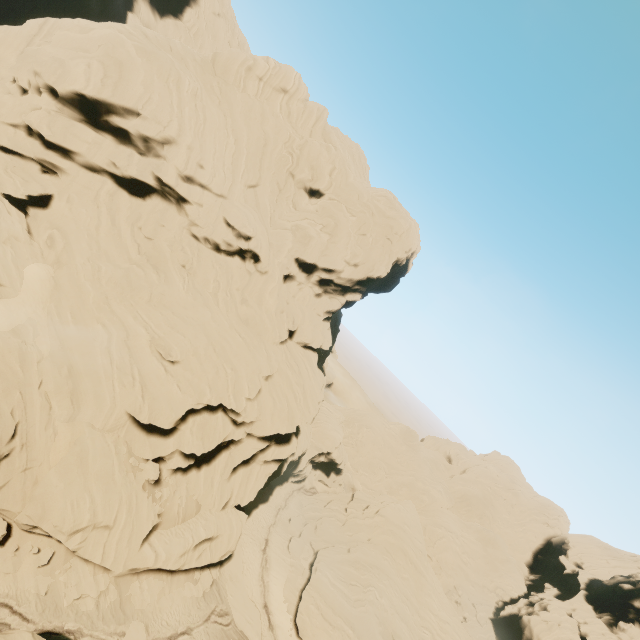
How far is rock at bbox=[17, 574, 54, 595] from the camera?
18.52m

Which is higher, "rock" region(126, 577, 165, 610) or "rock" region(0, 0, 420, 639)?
"rock" region(0, 0, 420, 639)

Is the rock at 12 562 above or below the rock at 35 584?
above

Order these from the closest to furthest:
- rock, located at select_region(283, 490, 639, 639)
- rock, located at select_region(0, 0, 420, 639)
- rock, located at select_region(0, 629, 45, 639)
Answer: rock, located at select_region(0, 629, 45, 639) < rock, located at select_region(0, 0, 420, 639) < rock, located at select_region(283, 490, 639, 639)

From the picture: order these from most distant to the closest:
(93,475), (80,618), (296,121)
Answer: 1. (296,121)
2. (93,475)
3. (80,618)

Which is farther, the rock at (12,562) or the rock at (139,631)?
the rock at (139,631)

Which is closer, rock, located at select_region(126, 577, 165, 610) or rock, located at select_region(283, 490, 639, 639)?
rock, located at select_region(126, 577, 165, 610)
